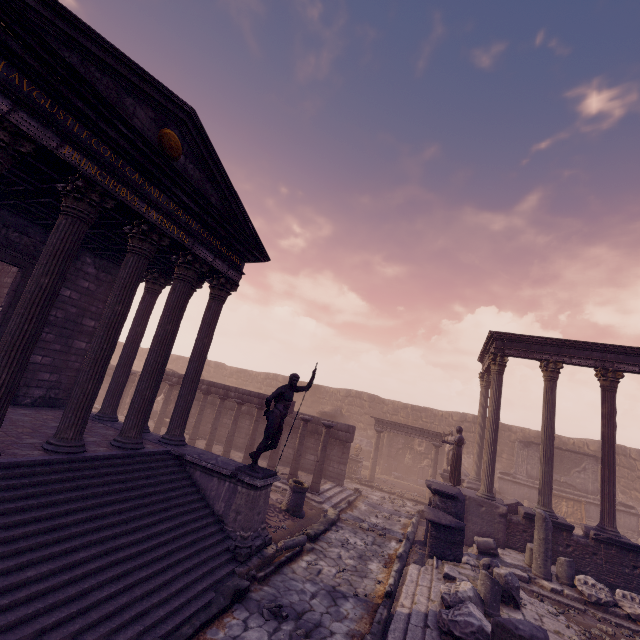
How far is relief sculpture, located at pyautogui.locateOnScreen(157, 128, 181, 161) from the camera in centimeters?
689cm

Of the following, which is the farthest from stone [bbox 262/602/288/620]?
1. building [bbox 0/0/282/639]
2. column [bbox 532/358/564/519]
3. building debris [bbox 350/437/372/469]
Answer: building debris [bbox 350/437/372/469]

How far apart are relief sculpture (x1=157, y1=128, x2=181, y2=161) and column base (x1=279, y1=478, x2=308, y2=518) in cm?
968

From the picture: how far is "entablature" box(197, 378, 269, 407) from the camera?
14.2 meters

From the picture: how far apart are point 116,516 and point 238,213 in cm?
757

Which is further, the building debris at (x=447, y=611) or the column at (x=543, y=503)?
the column at (x=543, y=503)

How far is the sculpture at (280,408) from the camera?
7.6 meters

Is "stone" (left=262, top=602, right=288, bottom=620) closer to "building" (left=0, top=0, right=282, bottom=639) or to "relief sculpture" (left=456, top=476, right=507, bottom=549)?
"relief sculpture" (left=456, top=476, right=507, bottom=549)
